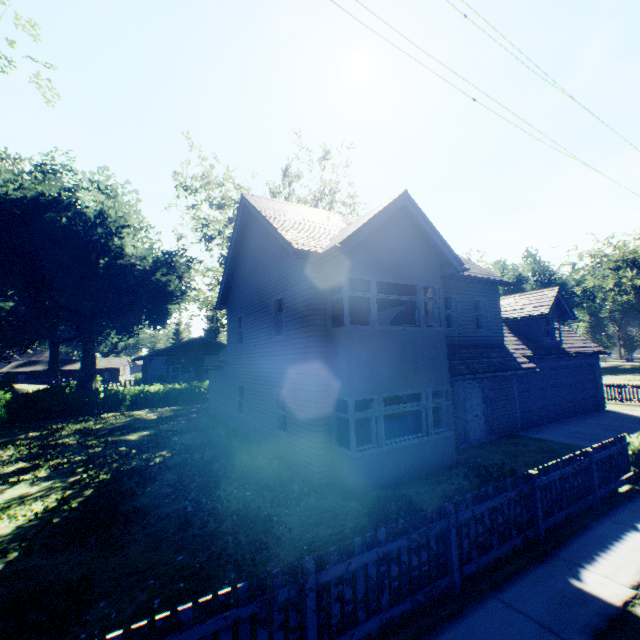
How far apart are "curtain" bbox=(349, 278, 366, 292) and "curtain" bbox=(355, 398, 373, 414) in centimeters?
217cm

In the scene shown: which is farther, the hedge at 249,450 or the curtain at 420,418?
the curtain at 420,418

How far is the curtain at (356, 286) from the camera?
9.86m

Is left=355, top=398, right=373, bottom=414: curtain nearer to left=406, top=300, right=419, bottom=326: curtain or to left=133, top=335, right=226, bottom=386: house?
left=406, top=300, right=419, bottom=326: curtain

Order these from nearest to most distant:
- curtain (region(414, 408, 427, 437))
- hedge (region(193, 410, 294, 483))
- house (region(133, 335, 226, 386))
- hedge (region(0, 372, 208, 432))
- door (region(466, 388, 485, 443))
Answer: hedge (region(193, 410, 294, 483)), curtain (region(414, 408, 427, 437)), door (region(466, 388, 485, 443)), hedge (region(0, 372, 208, 432)), house (region(133, 335, 226, 386))

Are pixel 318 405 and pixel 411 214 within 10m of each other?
yes

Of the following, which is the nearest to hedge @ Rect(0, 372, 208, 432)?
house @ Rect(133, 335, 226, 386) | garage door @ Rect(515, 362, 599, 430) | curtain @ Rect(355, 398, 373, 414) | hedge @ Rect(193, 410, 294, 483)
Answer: house @ Rect(133, 335, 226, 386)

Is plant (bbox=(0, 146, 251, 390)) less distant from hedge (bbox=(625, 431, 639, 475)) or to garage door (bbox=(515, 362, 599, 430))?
garage door (bbox=(515, 362, 599, 430))
